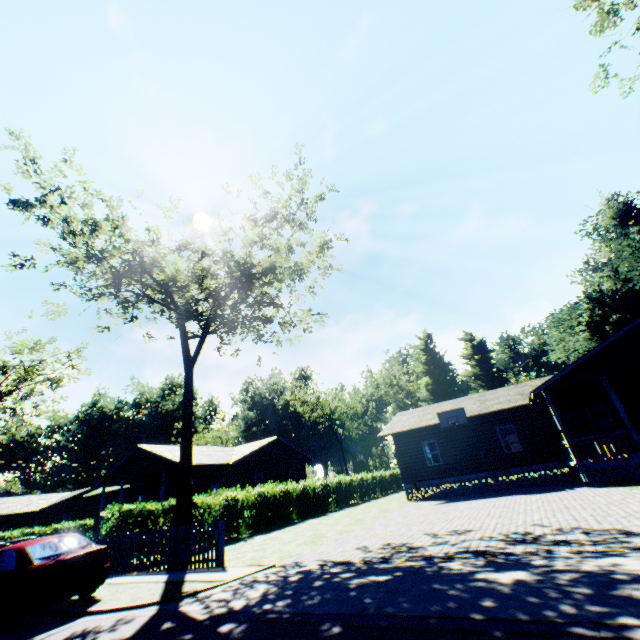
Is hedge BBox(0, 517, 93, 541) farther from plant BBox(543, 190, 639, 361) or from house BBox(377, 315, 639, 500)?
house BBox(377, 315, 639, 500)

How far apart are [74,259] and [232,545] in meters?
18.0 m

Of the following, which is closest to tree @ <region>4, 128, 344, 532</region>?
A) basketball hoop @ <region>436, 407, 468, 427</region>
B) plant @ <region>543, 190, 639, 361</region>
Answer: basketball hoop @ <region>436, 407, 468, 427</region>

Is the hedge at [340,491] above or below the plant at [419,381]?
below

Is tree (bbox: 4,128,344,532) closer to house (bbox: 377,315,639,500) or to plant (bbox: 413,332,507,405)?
house (bbox: 377,315,639,500)

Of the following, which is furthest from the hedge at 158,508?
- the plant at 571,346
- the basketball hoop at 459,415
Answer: the plant at 571,346

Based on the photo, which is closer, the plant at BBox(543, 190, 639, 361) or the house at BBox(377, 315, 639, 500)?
the house at BBox(377, 315, 639, 500)

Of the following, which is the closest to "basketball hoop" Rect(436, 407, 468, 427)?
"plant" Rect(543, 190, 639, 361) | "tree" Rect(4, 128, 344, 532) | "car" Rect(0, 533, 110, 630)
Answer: "tree" Rect(4, 128, 344, 532)
